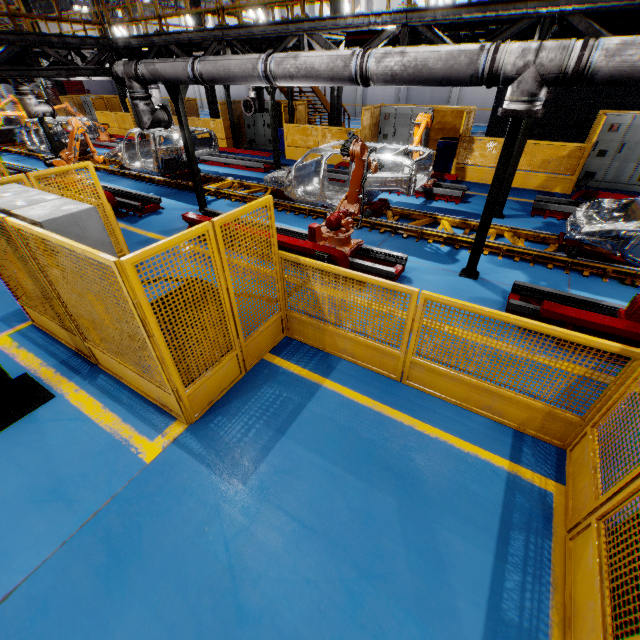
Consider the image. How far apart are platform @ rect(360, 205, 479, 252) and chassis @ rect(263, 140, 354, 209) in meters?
0.0

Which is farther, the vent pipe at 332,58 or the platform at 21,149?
the platform at 21,149

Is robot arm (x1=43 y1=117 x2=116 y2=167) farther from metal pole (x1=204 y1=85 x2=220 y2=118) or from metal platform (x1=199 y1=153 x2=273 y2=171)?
metal pole (x1=204 y1=85 x2=220 y2=118)

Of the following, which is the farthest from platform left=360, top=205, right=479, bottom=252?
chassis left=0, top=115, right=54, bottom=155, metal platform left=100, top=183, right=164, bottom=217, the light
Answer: the light

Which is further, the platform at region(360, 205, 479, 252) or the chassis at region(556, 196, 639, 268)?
the platform at region(360, 205, 479, 252)

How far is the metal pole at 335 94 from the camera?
14.07m

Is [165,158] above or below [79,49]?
below

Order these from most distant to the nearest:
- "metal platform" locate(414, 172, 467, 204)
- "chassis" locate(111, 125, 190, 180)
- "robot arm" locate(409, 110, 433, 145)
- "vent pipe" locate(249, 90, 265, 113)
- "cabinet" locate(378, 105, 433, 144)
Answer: "cabinet" locate(378, 105, 433, 144)
"vent pipe" locate(249, 90, 265, 113)
"chassis" locate(111, 125, 190, 180)
"metal platform" locate(414, 172, 467, 204)
"robot arm" locate(409, 110, 433, 145)
